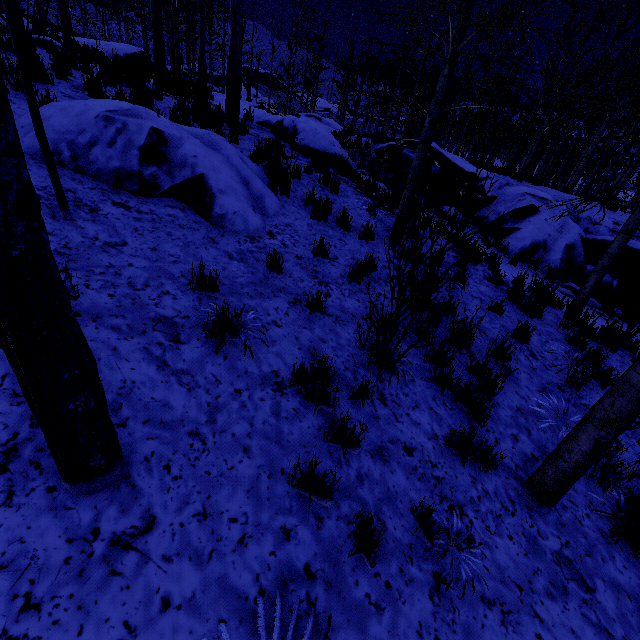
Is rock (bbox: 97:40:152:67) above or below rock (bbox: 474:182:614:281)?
above

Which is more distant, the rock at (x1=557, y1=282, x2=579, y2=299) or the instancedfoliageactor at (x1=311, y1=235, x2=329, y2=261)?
the rock at (x1=557, y1=282, x2=579, y2=299)

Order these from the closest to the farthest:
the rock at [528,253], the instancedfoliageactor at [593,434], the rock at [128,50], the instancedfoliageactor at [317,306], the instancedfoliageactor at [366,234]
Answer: the instancedfoliageactor at [593,434] < the instancedfoliageactor at [317,306] < the instancedfoliageactor at [366,234] < the rock at [528,253] < the rock at [128,50]

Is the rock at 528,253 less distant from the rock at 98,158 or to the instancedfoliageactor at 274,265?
the instancedfoliageactor at 274,265

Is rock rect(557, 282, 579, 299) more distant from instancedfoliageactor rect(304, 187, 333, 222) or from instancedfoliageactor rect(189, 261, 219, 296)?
instancedfoliageactor rect(189, 261, 219, 296)

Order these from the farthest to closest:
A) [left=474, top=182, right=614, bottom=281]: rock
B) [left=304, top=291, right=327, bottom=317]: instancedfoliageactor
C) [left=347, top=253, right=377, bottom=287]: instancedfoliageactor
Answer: [left=474, top=182, right=614, bottom=281]: rock < [left=347, top=253, right=377, bottom=287]: instancedfoliageactor < [left=304, top=291, right=327, bottom=317]: instancedfoliageactor

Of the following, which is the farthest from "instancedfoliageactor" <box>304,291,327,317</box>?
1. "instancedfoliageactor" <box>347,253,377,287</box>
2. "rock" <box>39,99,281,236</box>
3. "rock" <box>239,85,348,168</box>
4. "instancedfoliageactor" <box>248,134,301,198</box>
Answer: "instancedfoliageactor" <box>347,253,377,287</box>

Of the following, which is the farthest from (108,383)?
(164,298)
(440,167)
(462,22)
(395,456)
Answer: (440,167)
